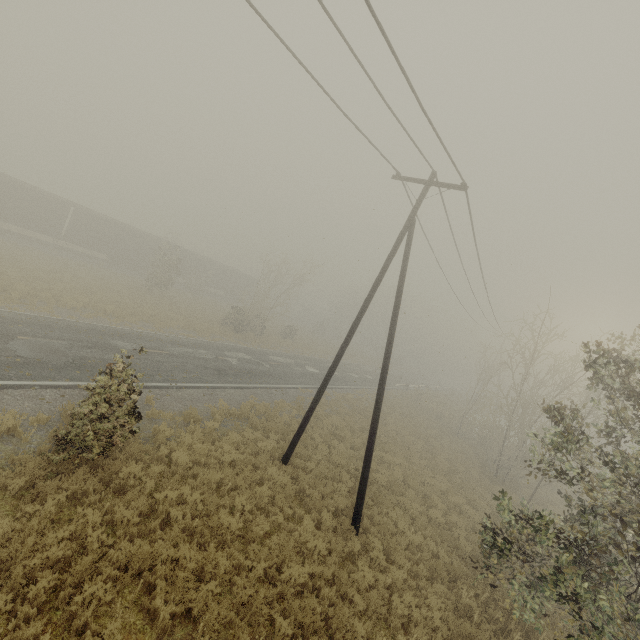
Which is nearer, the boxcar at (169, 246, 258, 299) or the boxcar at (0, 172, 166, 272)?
the boxcar at (0, 172, 166, 272)

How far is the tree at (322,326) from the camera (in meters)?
57.00

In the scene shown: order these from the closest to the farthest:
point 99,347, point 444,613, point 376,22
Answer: point 376,22 < point 444,613 < point 99,347

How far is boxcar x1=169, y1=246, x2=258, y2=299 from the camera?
42.56m

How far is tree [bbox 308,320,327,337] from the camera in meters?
57.0 m

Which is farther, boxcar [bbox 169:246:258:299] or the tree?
the tree

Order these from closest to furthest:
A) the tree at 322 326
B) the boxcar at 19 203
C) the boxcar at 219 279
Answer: the boxcar at 19 203, the boxcar at 219 279, the tree at 322 326
